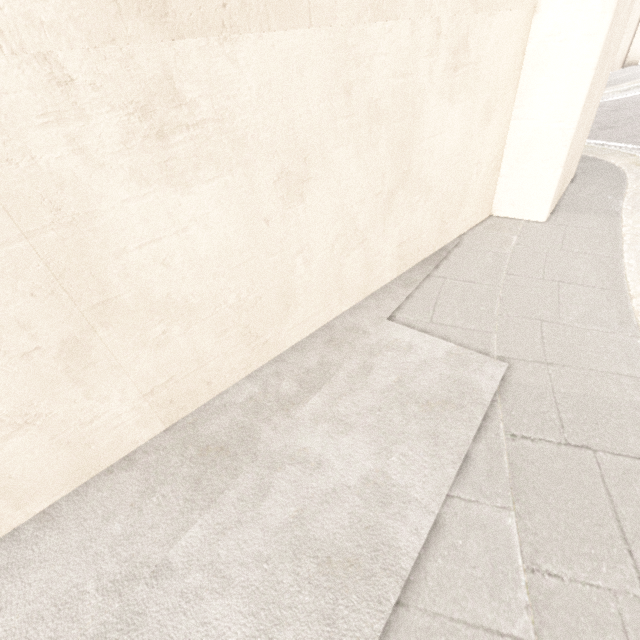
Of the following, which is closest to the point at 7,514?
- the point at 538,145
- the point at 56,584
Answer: the point at 56,584
